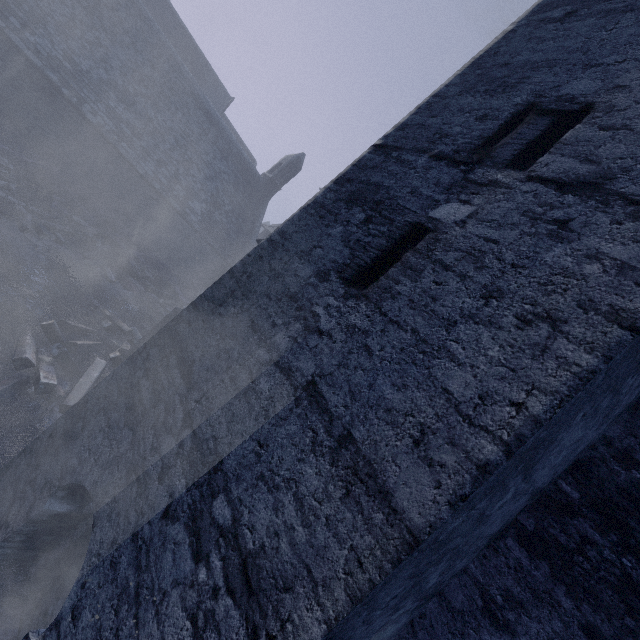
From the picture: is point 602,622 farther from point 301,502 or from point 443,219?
point 443,219

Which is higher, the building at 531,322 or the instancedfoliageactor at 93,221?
the building at 531,322

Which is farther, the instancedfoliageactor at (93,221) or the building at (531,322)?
the instancedfoliageactor at (93,221)

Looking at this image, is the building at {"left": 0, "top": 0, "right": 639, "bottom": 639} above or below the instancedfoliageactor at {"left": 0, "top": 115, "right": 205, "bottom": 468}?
above

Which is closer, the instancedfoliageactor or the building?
the building
